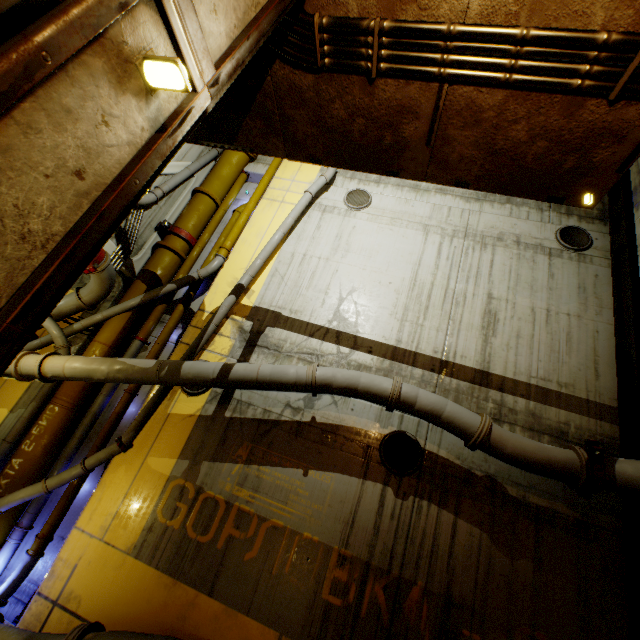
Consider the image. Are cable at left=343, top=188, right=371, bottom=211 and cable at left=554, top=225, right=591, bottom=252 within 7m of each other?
yes

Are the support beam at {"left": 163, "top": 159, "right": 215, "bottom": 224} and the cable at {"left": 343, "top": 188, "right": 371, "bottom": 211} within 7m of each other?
yes

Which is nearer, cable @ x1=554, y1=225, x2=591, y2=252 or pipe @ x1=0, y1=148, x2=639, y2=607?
pipe @ x1=0, y1=148, x2=639, y2=607

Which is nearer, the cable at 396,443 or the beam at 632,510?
the beam at 632,510

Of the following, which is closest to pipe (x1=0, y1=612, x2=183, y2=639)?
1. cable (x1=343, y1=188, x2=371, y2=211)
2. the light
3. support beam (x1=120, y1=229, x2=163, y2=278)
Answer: support beam (x1=120, y1=229, x2=163, y2=278)

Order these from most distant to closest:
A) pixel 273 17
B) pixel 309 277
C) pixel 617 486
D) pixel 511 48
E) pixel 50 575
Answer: pixel 309 277 < pixel 50 575 < pixel 617 486 < pixel 511 48 < pixel 273 17

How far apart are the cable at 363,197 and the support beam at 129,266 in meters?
5.3 m

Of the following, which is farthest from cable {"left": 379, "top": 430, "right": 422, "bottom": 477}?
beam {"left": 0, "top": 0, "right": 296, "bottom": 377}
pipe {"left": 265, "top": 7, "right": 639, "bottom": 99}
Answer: beam {"left": 0, "top": 0, "right": 296, "bottom": 377}
